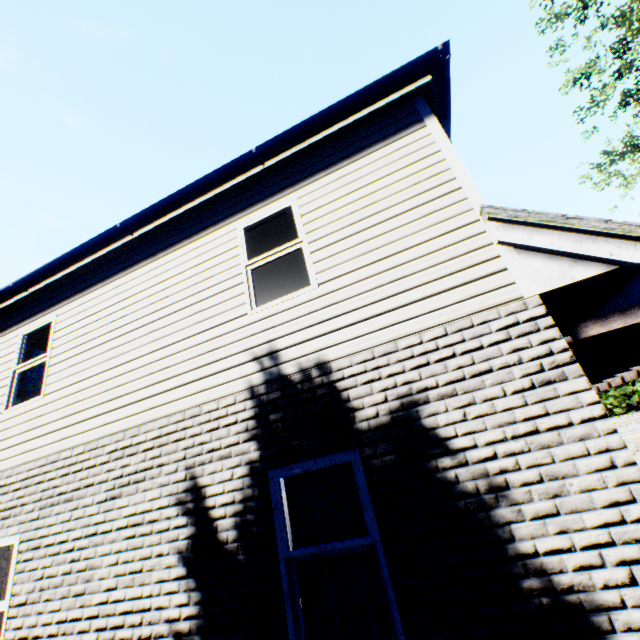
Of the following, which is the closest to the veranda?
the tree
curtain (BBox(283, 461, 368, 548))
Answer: curtain (BBox(283, 461, 368, 548))

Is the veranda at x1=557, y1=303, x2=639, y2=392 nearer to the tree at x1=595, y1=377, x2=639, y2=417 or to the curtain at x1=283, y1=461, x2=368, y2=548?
the curtain at x1=283, y1=461, x2=368, y2=548

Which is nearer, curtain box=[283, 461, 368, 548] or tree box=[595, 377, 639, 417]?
curtain box=[283, 461, 368, 548]

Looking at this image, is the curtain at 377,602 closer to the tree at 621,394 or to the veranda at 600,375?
the veranda at 600,375

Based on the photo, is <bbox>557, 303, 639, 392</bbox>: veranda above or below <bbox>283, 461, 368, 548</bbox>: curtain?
above

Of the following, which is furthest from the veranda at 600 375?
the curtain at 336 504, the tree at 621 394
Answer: the tree at 621 394

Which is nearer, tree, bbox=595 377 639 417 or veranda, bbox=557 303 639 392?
veranda, bbox=557 303 639 392

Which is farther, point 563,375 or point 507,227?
point 507,227
